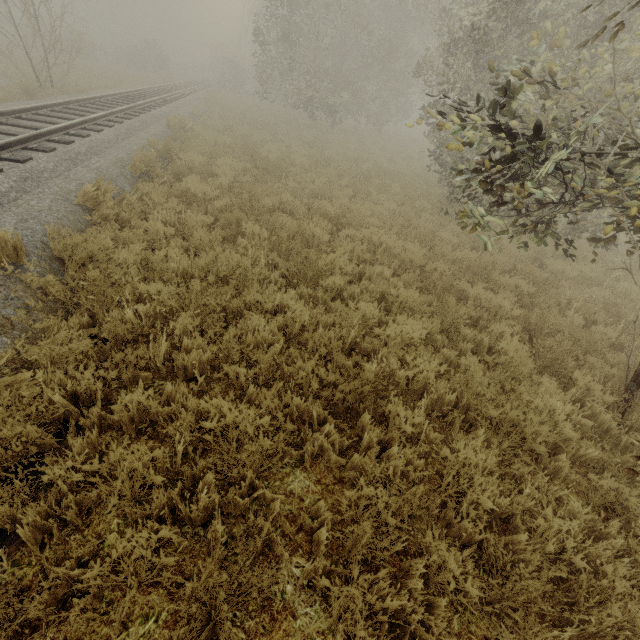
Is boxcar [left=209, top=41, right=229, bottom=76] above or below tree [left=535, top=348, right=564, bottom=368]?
above

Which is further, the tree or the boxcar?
the boxcar

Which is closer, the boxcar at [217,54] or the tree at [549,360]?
the tree at [549,360]

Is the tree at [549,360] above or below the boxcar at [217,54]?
below

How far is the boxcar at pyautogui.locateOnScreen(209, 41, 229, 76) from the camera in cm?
5271

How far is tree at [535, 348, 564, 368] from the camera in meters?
4.7

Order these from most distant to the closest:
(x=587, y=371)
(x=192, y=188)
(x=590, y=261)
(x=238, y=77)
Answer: (x=238, y=77)
(x=192, y=188)
(x=590, y=261)
(x=587, y=371)
